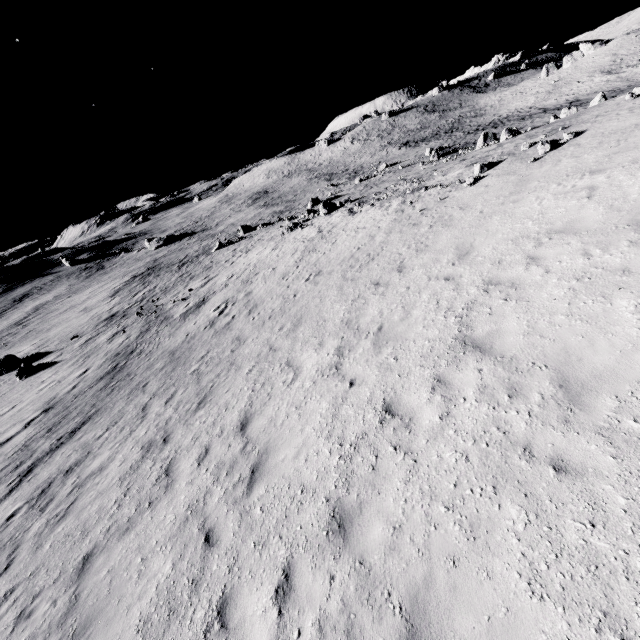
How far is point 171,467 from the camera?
8.13m
